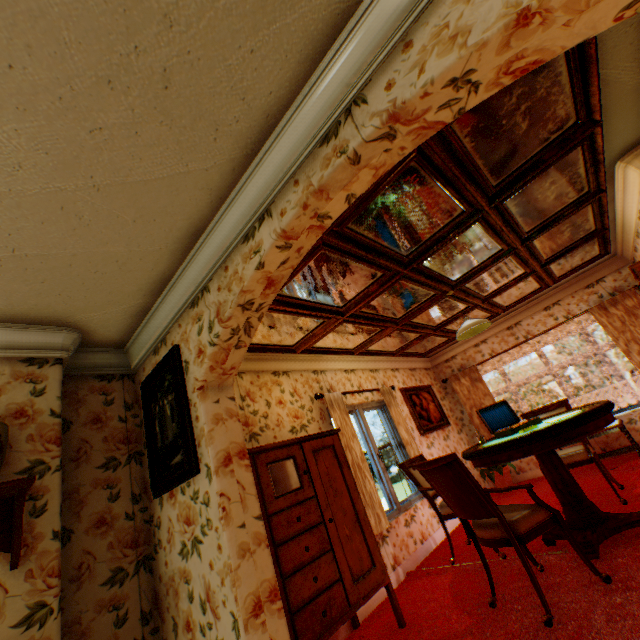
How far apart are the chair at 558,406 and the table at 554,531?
0.4 meters

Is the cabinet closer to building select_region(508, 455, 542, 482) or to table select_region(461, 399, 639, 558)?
building select_region(508, 455, 542, 482)

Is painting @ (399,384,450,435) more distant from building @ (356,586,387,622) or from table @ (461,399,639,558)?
table @ (461,399,639,558)

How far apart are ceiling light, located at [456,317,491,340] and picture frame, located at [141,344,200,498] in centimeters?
353cm

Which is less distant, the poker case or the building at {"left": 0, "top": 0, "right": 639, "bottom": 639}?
the building at {"left": 0, "top": 0, "right": 639, "bottom": 639}

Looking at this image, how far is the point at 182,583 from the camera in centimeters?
222cm

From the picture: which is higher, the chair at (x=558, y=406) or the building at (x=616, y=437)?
the chair at (x=558, y=406)

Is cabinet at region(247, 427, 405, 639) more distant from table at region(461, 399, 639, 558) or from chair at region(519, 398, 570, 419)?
chair at region(519, 398, 570, 419)
